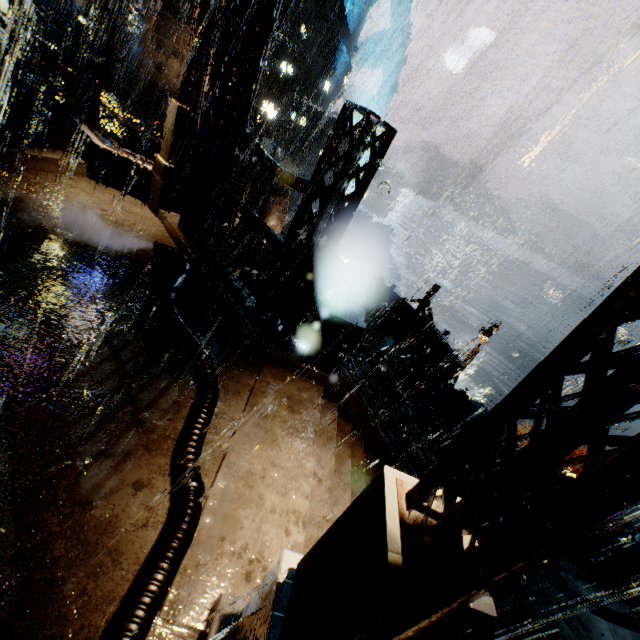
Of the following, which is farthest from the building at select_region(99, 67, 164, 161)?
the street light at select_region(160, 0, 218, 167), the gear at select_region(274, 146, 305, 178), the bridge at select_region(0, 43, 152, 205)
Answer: the gear at select_region(274, 146, 305, 178)

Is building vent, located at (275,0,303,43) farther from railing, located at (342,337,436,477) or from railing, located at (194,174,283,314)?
railing, located at (194,174,283,314)

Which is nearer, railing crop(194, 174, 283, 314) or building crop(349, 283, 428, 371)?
railing crop(194, 174, 283, 314)

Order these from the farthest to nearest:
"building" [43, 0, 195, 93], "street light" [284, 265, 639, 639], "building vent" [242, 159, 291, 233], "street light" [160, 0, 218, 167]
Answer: "building" [43, 0, 195, 93] < "building vent" [242, 159, 291, 233] < "street light" [160, 0, 218, 167] < "street light" [284, 265, 639, 639]

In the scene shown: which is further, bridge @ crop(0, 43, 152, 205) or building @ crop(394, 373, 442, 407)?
building @ crop(394, 373, 442, 407)

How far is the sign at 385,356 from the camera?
13.7m

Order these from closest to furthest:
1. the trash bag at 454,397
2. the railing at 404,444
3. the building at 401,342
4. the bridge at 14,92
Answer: the railing at 404,444, the bridge at 14,92, the trash bag at 454,397, the building at 401,342

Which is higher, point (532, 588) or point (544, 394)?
point (544, 394)
